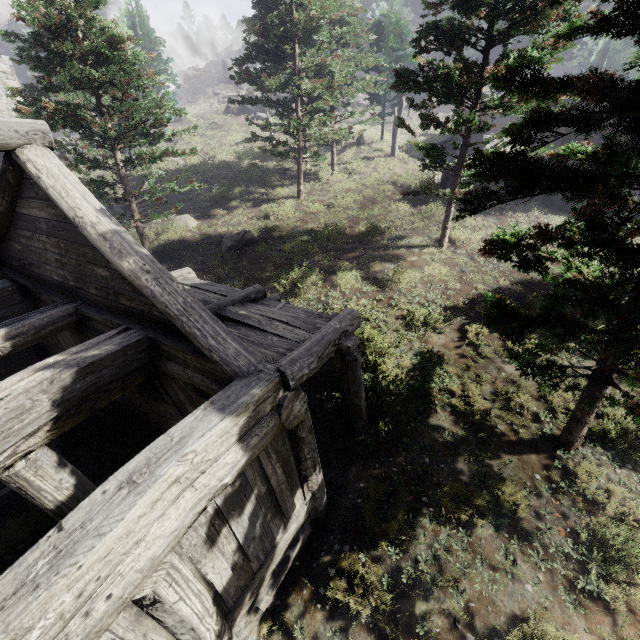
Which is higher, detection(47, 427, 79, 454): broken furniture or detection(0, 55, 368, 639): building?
detection(0, 55, 368, 639): building

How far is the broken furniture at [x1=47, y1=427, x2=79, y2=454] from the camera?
7.5 meters

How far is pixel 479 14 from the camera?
9.8 meters

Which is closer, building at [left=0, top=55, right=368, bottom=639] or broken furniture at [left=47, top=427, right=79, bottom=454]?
building at [left=0, top=55, right=368, bottom=639]

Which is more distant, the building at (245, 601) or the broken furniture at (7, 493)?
the broken furniture at (7, 493)

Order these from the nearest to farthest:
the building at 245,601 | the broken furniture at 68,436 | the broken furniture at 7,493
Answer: the building at 245,601 → the broken furniture at 7,493 → the broken furniture at 68,436

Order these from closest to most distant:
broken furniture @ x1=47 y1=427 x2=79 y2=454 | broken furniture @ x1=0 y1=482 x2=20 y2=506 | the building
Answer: the building < broken furniture @ x1=0 y1=482 x2=20 y2=506 < broken furniture @ x1=47 y1=427 x2=79 y2=454
